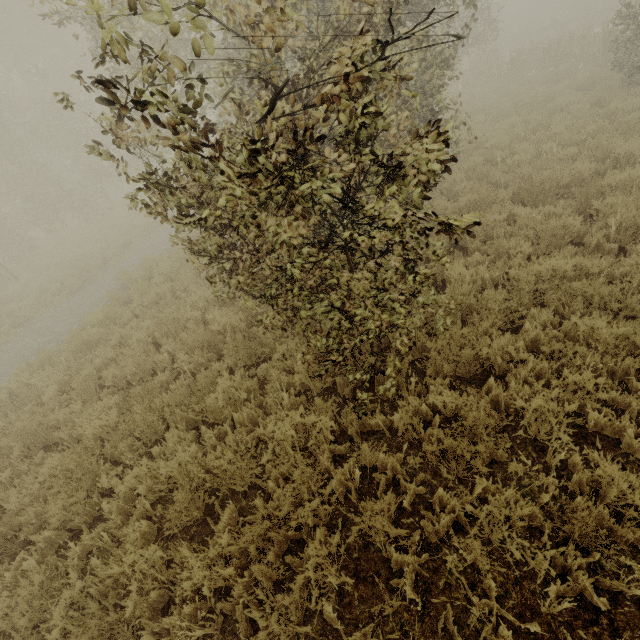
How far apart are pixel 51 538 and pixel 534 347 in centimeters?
682cm
